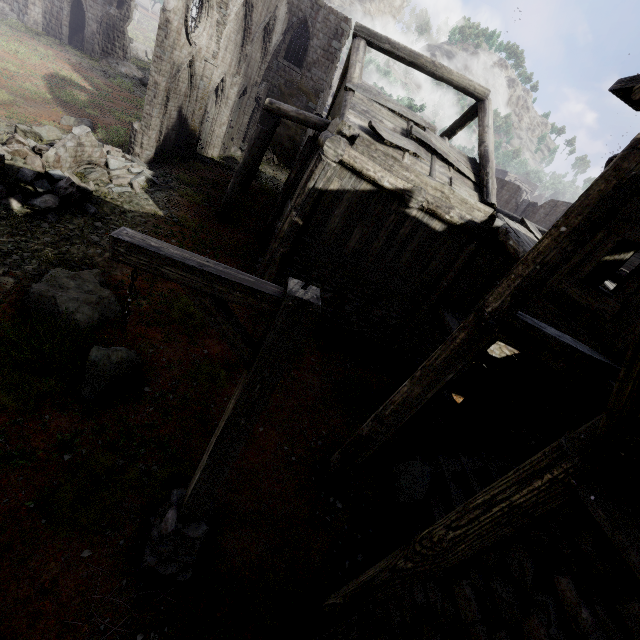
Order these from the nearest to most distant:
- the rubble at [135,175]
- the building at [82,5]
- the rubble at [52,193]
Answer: the rubble at [52,193] → the rubble at [135,175] → the building at [82,5]

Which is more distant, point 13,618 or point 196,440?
point 196,440

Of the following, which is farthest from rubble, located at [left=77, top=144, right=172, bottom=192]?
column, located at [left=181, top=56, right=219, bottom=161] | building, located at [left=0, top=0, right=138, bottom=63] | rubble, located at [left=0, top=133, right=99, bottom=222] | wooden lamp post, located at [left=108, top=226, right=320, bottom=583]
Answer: building, located at [left=0, top=0, right=138, bottom=63]

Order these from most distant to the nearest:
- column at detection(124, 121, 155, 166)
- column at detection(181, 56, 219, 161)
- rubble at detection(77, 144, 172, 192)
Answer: column at detection(181, 56, 219, 161) < column at detection(124, 121, 155, 166) < rubble at detection(77, 144, 172, 192)

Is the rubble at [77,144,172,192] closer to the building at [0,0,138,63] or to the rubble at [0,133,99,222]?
the rubble at [0,133,99,222]

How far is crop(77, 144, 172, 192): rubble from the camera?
11.2 meters

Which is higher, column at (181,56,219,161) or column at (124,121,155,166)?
column at (181,56,219,161)

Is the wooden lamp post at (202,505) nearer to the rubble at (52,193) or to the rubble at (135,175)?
the rubble at (52,193)
